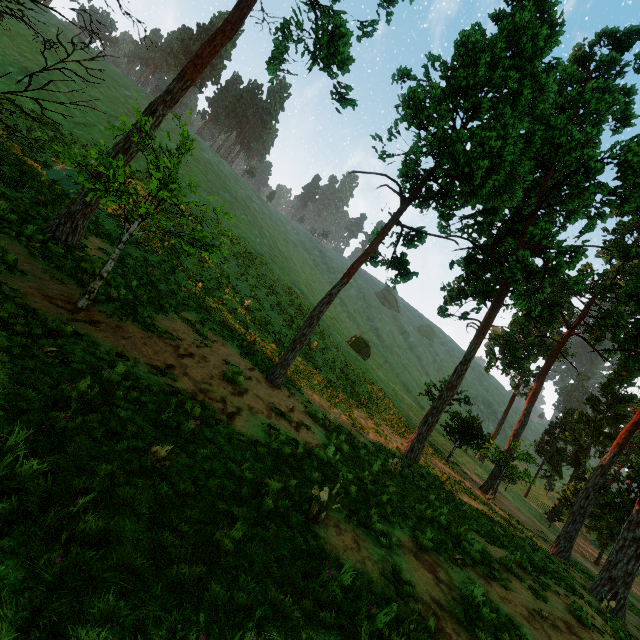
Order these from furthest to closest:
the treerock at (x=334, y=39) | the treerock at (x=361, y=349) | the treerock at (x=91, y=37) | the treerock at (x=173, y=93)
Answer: the treerock at (x=361, y=349), the treerock at (x=334, y=39), the treerock at (x=173, y=93), the treerock at (x=91, y=37)

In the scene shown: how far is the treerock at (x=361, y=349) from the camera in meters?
45.1

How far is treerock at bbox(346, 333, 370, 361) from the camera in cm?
4506

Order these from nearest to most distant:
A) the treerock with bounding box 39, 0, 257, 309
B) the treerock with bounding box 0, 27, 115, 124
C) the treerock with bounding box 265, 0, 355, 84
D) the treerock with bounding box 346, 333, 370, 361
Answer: the treerock with bounding box 0, 27, 115, 124 < the treerock with bounding box 39, 0, 257, 309 < the treerock with bounding box 265, 0, 355, 84 < the treerock with bounding box 346, 333, 370, 361

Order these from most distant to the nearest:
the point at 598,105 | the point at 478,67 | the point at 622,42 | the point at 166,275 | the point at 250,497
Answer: the point at 622,42
the point at 598,105
the point at 166,275
the point at 478,67
the point at 250,497

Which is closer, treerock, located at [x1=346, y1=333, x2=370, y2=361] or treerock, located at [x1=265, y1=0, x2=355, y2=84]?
treerock, located at [x1=265, y1=0, x2=355, y2=84]
